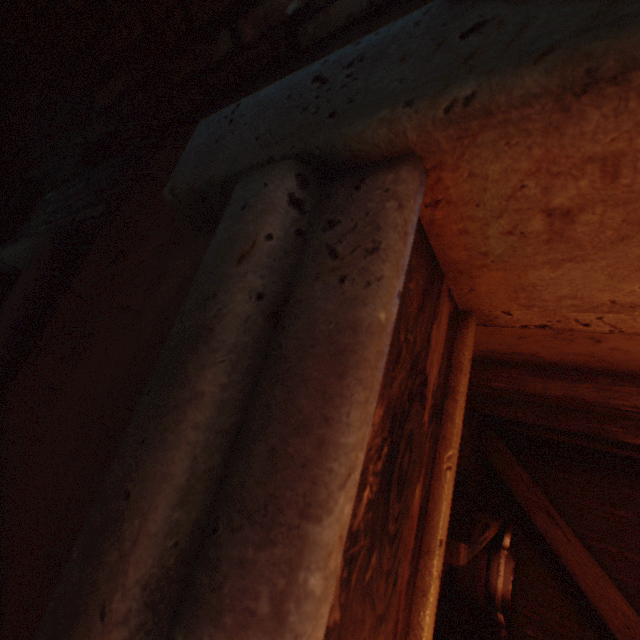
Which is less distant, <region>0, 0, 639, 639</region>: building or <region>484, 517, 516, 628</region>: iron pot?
<region>0, 0, 639, 639</region>: building

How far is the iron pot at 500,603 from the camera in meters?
1.5 m

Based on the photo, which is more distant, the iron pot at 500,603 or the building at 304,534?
the iron pot at 500,603

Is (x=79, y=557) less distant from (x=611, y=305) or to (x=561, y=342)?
(x=611, y=305)

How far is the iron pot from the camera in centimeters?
149cm
